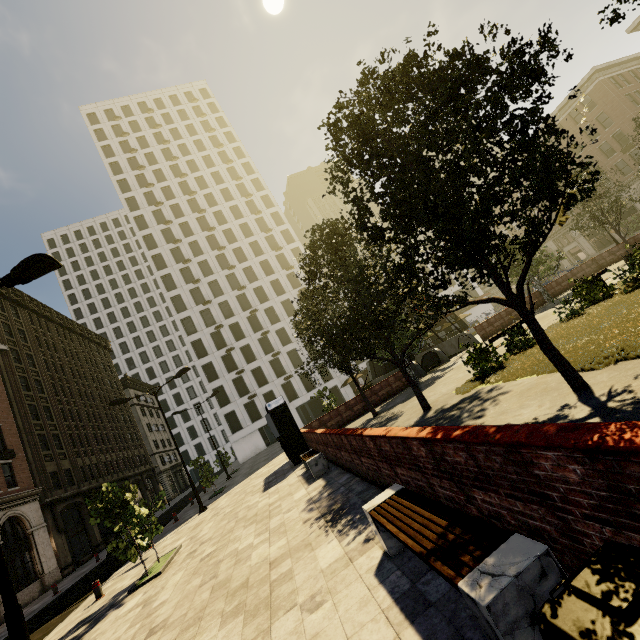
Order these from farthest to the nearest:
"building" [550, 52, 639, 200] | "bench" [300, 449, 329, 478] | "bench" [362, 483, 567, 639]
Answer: "building" [550, 52, 639, 200] < "bench" [300, 449, 329, 478] < "bench" [362, 483, 567, 639]

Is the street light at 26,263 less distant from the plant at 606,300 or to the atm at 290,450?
the atm at 290,450

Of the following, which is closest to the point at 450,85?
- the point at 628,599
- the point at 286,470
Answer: the point at 628,599

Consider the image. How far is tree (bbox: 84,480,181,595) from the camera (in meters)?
9.69

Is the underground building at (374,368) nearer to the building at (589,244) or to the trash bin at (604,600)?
the trash bin at (604,600)

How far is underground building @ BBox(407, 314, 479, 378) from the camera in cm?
2358

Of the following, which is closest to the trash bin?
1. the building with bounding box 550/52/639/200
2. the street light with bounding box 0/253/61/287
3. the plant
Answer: the plant

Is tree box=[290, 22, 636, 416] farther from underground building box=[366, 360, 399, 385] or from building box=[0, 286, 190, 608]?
building box=[0, 286, 190, 608]
